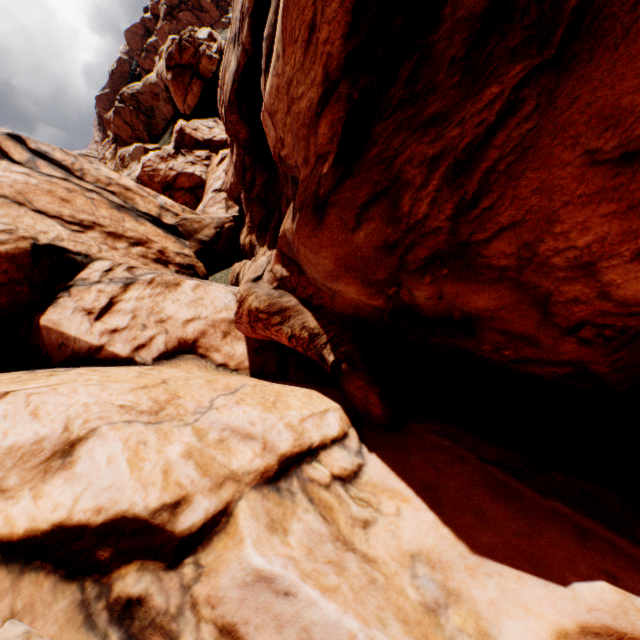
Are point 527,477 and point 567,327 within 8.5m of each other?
yes
